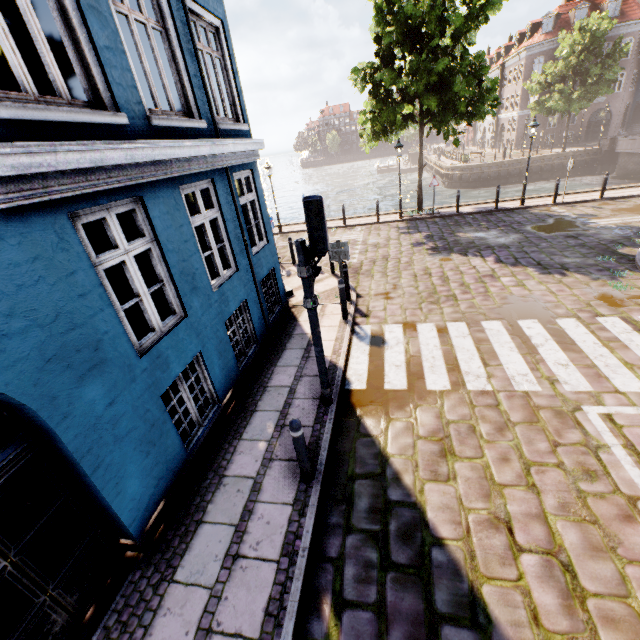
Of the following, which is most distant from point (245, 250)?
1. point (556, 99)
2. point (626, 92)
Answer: point (626, 92)

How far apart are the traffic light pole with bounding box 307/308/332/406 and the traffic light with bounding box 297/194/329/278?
0.5m

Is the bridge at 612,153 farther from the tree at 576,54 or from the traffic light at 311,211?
the traffic light at 311,211

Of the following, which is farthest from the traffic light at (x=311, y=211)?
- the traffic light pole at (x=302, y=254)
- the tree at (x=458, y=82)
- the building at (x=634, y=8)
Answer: the building at (x=634, y=8)

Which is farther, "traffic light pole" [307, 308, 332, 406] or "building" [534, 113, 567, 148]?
"building" [534, 113, 567, 148]

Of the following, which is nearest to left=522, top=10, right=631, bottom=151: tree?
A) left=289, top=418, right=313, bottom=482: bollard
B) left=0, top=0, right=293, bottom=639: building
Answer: left=0, top=0, right=293, bottom=639: building

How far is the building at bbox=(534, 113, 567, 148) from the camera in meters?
38.8 m

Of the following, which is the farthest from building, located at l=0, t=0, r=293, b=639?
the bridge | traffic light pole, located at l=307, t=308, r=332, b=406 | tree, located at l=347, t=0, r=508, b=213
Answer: the bridge
